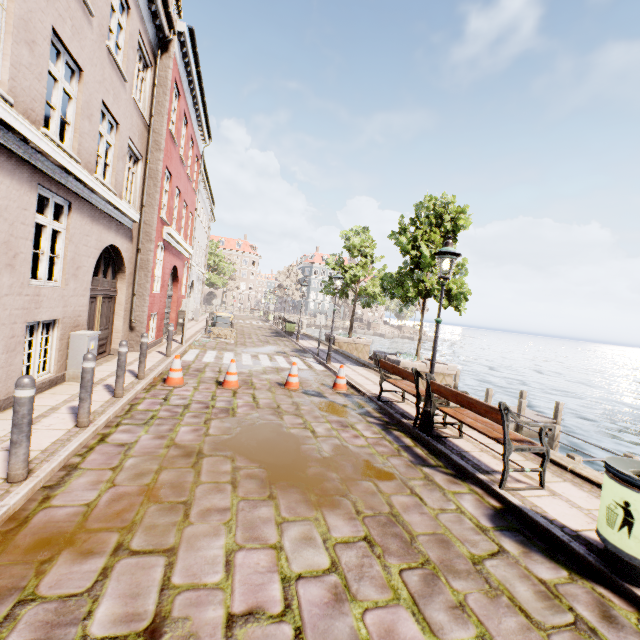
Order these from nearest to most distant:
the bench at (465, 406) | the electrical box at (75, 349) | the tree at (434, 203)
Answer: the bench at (465, 406)
the electrical box at (75, 349)
the tree at (434, 203)

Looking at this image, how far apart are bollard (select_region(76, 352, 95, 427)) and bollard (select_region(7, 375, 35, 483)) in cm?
135

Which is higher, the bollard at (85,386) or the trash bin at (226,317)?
the trash bin at (226,317)

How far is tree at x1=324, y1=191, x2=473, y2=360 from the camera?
11.51m

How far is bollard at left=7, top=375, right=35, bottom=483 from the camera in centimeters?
331cm

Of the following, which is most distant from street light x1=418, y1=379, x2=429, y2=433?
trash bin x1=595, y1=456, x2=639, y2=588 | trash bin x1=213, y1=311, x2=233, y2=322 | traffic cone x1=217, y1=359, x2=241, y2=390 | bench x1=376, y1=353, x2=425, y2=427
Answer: trash bin x1=213, y1=311, x2=233, y2=322

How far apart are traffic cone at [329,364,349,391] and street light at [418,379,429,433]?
3.07m

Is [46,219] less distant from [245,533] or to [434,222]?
[245,533]
